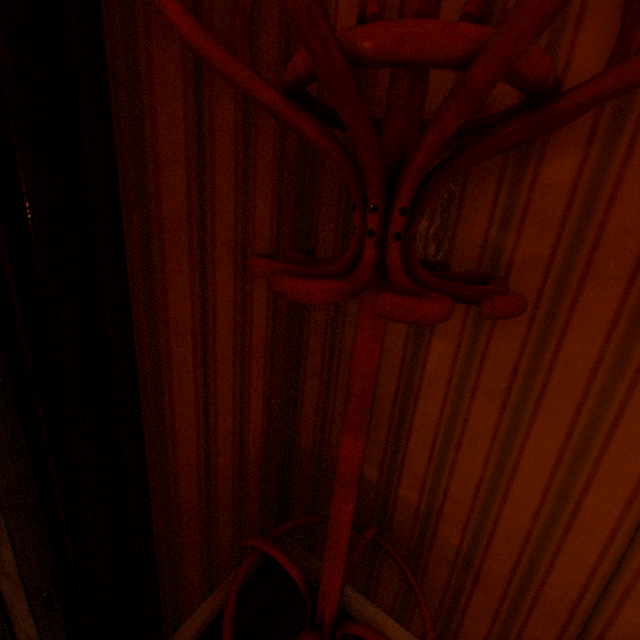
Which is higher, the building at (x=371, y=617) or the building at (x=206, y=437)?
the building at (x=206, y=437)

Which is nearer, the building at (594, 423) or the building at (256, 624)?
the building at (594, 423)

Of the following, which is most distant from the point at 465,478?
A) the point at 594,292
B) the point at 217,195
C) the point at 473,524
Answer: the point at 217,195

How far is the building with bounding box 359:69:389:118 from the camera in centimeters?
94cm

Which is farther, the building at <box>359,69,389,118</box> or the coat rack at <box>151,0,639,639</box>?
the building at <box>359,69,389,118</box>

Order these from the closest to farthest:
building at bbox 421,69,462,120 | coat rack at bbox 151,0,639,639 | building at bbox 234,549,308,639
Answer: coat rack at bbox 151,0,639,639
building at bbox 421,69,462,120
building at bbox 234,549,308,639

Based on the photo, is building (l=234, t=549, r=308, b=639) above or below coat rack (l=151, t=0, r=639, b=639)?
below
